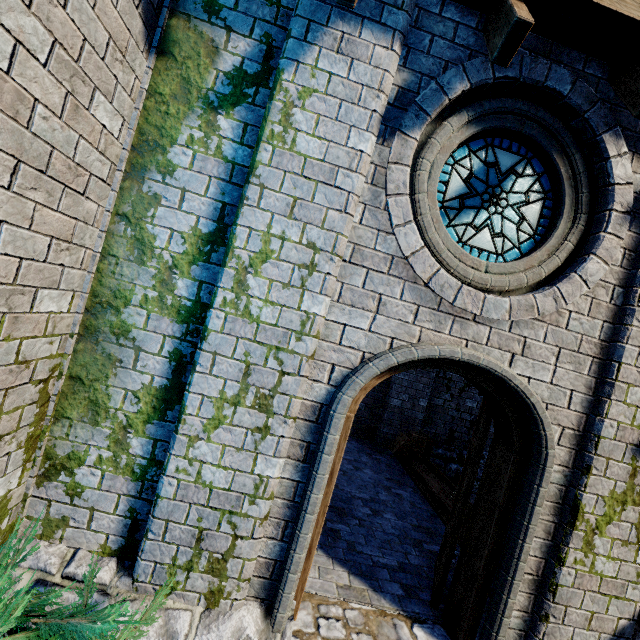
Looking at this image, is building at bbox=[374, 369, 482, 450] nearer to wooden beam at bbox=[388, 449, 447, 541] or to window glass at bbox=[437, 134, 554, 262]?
wooden beam at bbox=[388, 449, 447, 541]

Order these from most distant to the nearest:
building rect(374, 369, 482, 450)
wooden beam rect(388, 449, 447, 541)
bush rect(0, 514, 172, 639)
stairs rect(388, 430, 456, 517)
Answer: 1. building rect(374, 369, 482, 450)
2. stairs rect(388, 430, 456, 517)
3. wooden beam rect(388, 449, 447, 541)
4. bush rect(0, 514, 172, 639)

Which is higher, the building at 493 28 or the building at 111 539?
the building at 493 28

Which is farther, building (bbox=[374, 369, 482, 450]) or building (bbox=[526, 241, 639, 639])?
building (bbox=[374, 369, 482, 450])

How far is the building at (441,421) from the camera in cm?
851

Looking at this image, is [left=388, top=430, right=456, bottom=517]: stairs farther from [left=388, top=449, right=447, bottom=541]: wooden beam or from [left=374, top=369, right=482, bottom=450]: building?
[left=374, top=369, right=482, bottom=450]: building

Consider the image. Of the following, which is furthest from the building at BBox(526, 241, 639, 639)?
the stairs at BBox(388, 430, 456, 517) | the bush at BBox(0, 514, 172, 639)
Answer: the stairs at BBox(388, 430, 456, 517)

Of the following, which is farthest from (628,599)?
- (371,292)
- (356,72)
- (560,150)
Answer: (356,72)
